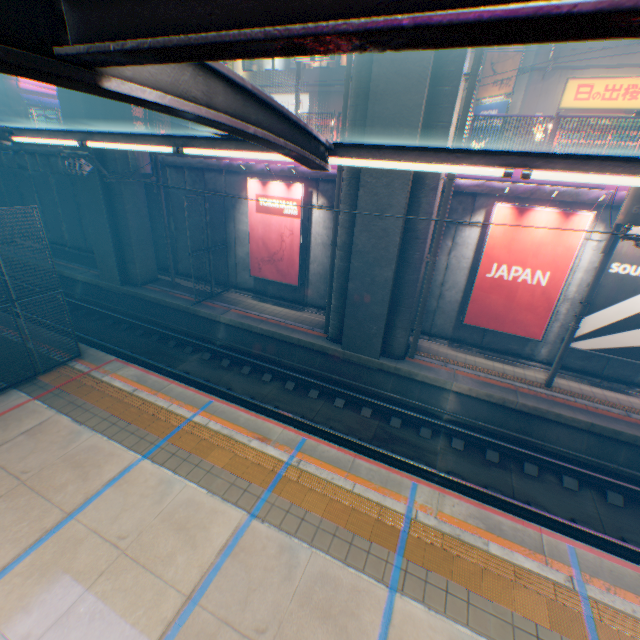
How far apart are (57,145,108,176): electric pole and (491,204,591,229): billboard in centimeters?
1354cm

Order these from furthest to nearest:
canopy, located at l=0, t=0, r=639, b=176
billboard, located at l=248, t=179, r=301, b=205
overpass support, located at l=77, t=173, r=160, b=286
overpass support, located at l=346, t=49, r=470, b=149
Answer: overpass support, located at l=77, t=173, r=160, b=286 < billboard, located at l=248, t=179, r=301, b=205 < overpass support, located at l=346, t=49, r=470, b=149 < canopy, located at l=0, t=0, r=639, b=176

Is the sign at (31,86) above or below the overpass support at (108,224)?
above

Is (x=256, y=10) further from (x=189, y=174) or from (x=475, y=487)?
(x=189, y=174)

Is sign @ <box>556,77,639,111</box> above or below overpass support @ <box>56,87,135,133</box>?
above

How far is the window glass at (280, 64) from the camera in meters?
25.4 m

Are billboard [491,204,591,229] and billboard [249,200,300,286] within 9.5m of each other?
yes

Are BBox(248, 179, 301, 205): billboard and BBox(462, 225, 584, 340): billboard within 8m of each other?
yes
